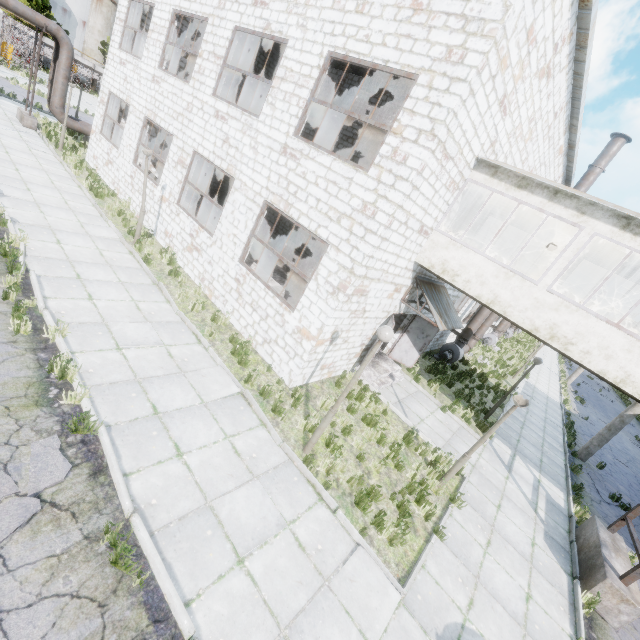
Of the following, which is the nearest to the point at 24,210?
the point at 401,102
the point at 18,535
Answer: the point at 18,535

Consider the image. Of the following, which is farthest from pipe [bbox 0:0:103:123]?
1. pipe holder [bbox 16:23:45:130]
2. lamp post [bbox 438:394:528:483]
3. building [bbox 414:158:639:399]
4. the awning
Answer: the awning

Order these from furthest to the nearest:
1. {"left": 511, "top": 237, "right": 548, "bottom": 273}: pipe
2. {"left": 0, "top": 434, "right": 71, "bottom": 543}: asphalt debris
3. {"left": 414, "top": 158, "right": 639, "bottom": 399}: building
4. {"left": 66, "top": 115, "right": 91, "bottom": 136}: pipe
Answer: {"left": 66, "top": 115, "right": 91, "bottom": 136}: pipe < {"left": 511, "top": 237, "right": 548, "bottom": 273}: pipe < {"left": 414, "top": 158, "right": 639, "bottom": 399}: building < {"left": 0, "top": 434, "right": 71, "bottom": 543}: asphalt debris

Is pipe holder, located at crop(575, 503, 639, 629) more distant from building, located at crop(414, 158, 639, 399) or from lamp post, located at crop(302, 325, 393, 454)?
lamp post, located at crop(302, 325, 393, 454)

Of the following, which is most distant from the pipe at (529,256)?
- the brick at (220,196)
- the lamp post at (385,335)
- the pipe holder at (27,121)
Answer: the pipe holder at (27,121)

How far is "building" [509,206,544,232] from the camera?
10.59m

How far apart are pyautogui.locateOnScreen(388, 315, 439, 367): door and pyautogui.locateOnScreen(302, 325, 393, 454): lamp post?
7.2m

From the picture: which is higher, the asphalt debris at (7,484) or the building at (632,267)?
the building at (632,267)
